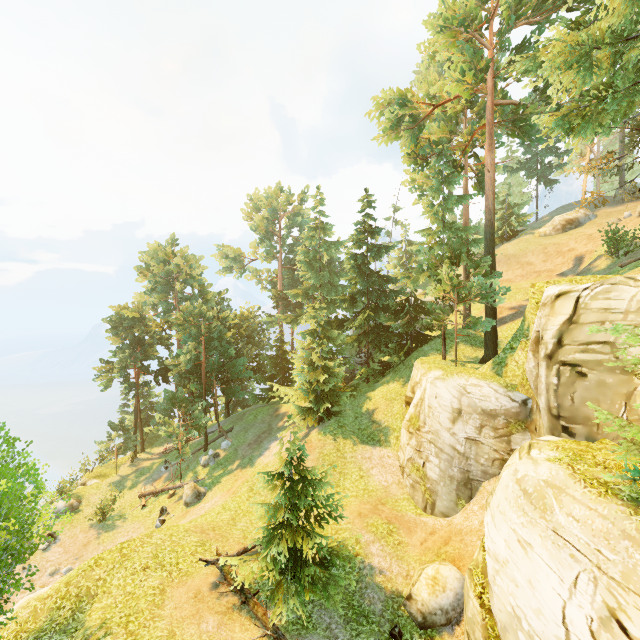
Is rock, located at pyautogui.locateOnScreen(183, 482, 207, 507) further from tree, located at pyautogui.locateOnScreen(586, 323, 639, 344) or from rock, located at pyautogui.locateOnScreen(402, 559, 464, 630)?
rock, located at pyautogui.locateOnScreen(402, 559, 464, 630)

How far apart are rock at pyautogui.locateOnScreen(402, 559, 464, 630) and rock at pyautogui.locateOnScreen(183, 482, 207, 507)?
15.69m

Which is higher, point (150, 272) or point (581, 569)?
point (150, 272)

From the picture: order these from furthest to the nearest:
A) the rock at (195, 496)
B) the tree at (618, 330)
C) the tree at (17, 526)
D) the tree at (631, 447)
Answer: the rock at (195, 496), the tree at (17, 526), the tree at (631, 447), the tree at (618, 330)

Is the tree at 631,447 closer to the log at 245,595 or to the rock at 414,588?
the log at 245,595

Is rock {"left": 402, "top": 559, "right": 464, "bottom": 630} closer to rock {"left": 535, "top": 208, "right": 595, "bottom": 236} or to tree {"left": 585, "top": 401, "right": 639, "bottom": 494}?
tree {"left": 585, "top": 401, "right": 639, "bottom": 494}

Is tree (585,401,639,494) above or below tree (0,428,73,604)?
above

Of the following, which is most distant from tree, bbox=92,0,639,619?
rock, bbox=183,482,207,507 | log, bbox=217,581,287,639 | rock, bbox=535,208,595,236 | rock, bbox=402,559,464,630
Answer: rock, bbox=535,208,595,236
